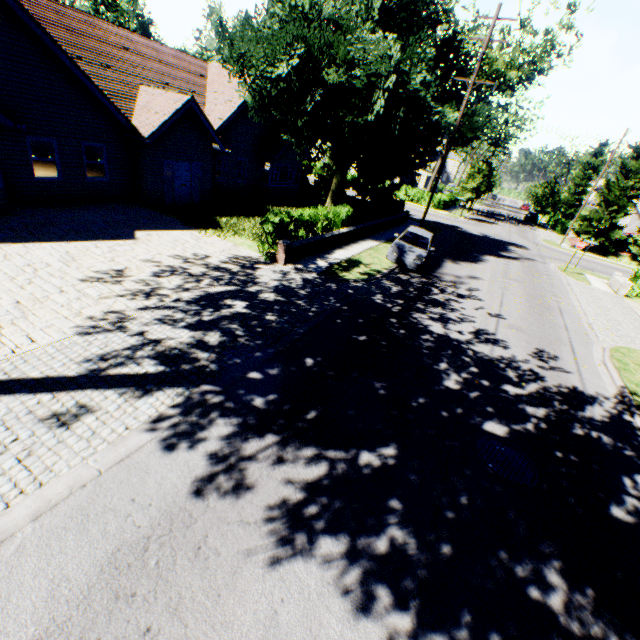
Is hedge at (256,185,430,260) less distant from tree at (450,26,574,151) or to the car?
tree at (450,26,574,151)

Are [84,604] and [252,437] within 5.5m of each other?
yes

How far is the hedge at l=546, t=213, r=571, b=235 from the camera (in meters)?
46.44

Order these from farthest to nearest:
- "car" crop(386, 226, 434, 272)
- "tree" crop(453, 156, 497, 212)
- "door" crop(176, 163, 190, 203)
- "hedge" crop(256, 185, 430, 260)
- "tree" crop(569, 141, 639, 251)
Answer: "tree" crop(453, 156, 497, 212) → "tree" crop(569, 141, 639, 251) → "door" crop(176, 163, 190, 203) → "car" crop(386, 226, 434, 272) → "hedge" crop(256, 185, 430, 260)

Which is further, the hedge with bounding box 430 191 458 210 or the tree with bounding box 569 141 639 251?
the hedge with bounding box 430 191 458 210

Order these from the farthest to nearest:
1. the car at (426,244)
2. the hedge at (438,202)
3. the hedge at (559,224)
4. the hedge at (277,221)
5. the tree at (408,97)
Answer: the hedge at (559,224), the hedge at (438,202), the car at (426,244), the tree at (408,97), the hedge at (277,221)

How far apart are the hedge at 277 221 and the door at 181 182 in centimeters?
883cm

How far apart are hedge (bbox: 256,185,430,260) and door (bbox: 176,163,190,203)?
8.8m
